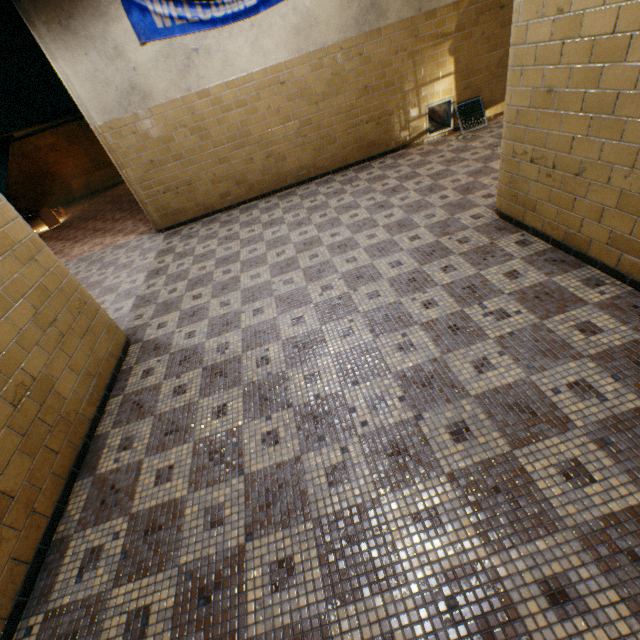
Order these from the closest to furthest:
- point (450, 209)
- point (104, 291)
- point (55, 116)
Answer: point (450, 209), point (104, 291), point (55, 116)

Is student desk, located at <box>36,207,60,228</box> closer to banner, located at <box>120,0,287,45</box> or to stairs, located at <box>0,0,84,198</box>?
stairs, located at <box>0,0,84,198</box>

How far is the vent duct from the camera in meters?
6.3 m

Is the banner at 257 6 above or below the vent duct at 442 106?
above

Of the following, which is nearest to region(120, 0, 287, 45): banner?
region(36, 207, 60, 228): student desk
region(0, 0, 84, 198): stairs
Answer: region(0, 0, 84, 198): stairs

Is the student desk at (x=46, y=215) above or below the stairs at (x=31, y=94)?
below

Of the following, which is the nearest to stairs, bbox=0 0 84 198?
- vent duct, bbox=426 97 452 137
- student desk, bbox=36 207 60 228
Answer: student desk, bbox=36 207 60 228

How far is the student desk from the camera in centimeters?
973cm
